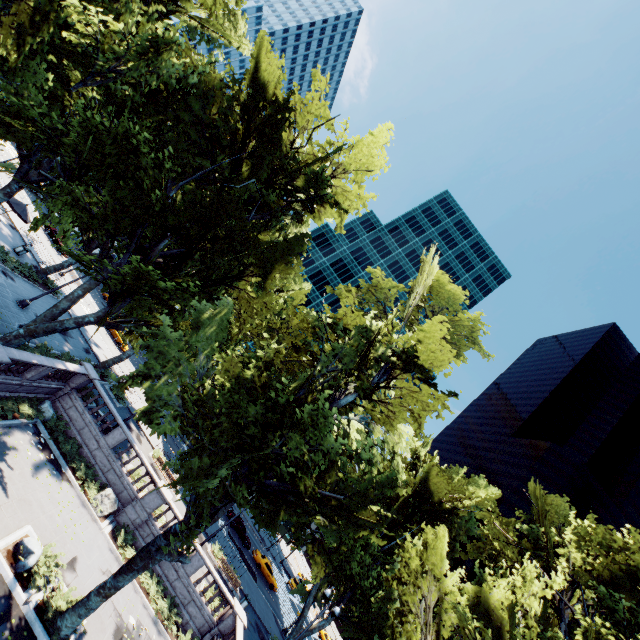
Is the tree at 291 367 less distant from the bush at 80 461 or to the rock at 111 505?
the bush at 80 461

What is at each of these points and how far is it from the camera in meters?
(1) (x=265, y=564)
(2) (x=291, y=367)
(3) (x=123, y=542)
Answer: (1) vehicle, 41.2 m
(2) tree, 17.9 m
(3) bush, 19.8 m

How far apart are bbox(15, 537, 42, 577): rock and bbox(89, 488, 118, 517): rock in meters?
6.1

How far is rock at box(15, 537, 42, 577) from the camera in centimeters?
1246cm

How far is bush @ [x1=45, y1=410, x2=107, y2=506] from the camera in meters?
19.5

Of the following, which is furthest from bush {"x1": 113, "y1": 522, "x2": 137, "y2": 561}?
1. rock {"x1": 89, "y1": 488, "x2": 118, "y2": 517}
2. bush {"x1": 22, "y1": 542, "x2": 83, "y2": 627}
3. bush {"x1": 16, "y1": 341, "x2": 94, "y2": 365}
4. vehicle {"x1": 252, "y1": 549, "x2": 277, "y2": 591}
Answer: vehicle {"x1": 252, "y1": 549, "x2": 277, "y2": 591}

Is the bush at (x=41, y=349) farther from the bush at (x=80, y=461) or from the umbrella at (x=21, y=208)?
the umbrella at (x=21, y=208)

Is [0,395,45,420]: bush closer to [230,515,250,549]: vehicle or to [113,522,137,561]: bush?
[113,522,137,561]: bush
